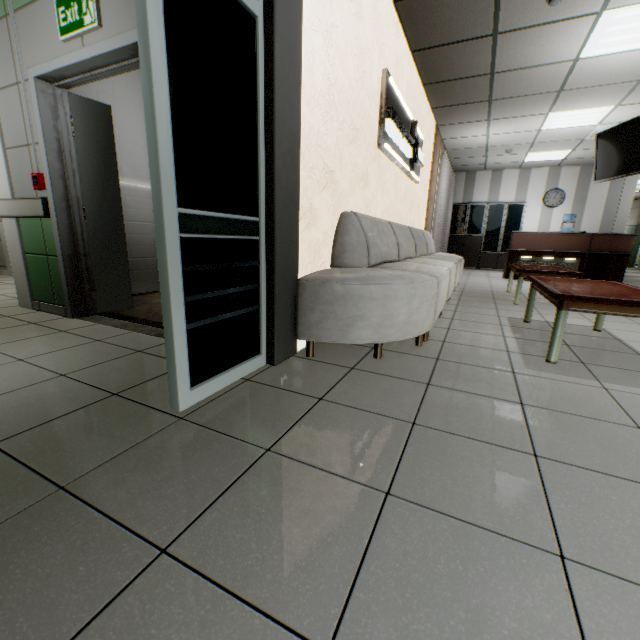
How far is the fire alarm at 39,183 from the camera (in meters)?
2.93

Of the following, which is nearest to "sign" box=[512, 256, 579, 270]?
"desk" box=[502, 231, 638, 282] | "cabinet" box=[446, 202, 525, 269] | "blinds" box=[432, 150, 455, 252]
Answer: "desk" box=[502, 231, 638, 282]

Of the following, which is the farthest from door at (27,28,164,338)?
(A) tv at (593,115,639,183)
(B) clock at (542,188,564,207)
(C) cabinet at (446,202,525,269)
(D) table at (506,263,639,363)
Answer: (B) clock at (542,188,564,207)

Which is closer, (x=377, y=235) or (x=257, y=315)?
(x=257, y=315)

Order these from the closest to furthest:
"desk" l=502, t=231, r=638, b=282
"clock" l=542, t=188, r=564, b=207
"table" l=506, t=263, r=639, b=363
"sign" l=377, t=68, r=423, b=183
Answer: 1. "table" l=506, t=263, r=639, b=363
2. "sign" l=377, t=68, r=423, b=183
3. "desk" l=502, t=231, r=638, b=282
4. "clock" l=542, t=188, r=564, b=207

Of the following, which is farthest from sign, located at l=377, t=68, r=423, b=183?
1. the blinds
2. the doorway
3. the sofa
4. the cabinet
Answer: the cabinet

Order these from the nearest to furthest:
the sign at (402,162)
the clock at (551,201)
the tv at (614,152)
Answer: the sign at (402,162) → the tv at (614,152) → the clock at (551,201)

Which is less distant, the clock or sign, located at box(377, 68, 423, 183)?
sign, located at box(377, 68, 423, 183)
